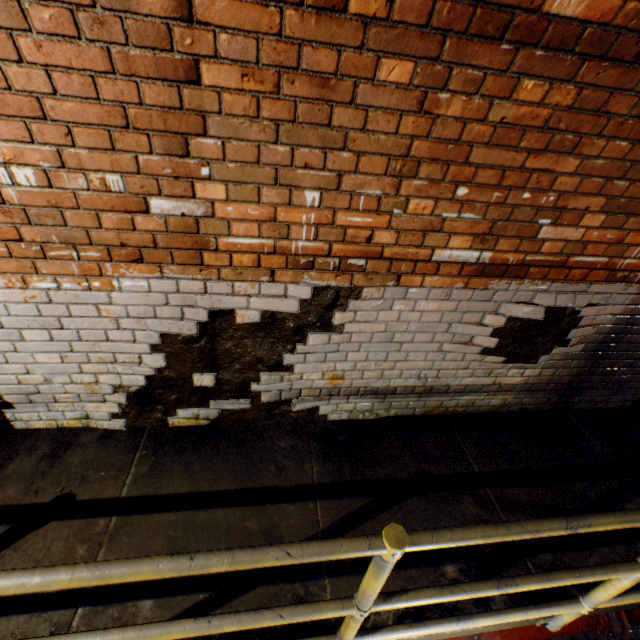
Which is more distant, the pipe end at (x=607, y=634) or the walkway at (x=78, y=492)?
the pipe end at (x=607, y=634)

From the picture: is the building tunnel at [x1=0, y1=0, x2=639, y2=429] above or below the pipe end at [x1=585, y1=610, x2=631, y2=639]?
above

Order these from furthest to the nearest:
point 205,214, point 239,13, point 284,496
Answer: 1. point 284,496
2. point 205,214
3. point 239,13

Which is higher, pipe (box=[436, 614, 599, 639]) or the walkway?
the walkway

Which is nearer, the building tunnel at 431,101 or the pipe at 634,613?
the building tunnel at 431,101

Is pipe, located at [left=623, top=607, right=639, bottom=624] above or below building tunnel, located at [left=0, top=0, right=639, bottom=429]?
below

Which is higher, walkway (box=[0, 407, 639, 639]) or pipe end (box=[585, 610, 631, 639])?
walkway (box=[0, 407, 639, 639])

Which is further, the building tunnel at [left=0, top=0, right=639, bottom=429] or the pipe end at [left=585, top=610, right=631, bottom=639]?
the pipe end at [left=585, top=610, right=631, bottom=639]
